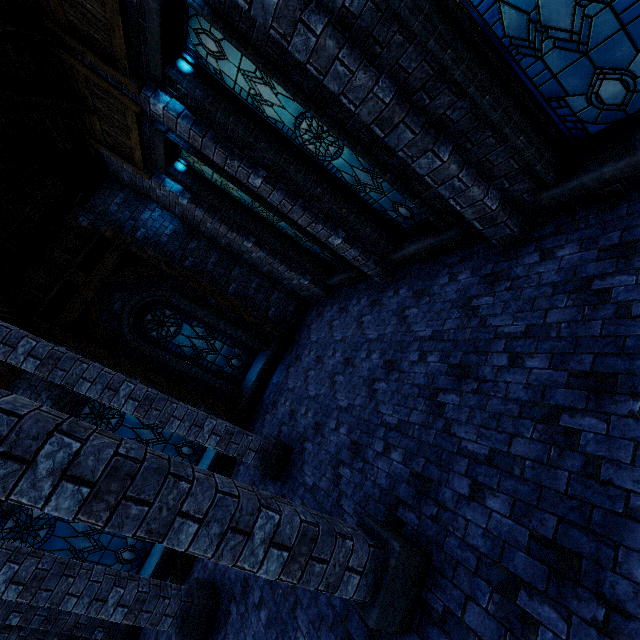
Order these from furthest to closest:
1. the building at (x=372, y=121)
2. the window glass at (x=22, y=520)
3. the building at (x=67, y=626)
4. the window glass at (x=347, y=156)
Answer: the window glass at (x=22, y=520) < the building at (x=67, y=626) < the window glass at (x=347, y=156) < the building at (x=372, y=121)

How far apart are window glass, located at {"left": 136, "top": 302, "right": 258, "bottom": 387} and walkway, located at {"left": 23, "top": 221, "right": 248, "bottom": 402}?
0.8m

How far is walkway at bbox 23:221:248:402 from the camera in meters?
8.1 m

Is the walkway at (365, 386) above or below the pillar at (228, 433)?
below

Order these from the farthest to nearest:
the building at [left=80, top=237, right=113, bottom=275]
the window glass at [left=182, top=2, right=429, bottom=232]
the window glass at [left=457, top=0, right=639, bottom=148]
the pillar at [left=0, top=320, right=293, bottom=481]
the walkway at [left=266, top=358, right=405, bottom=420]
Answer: the building at [left=80, top=237, right=113, bottom=275], the walkway at [left=266, top=358, right=405, bottom=420], the pillar at [left=0, top=320, right=293, bottom=481], the window glass at [left=182, top=2, right=429, bottom=232], the window glass at [left=457, top=0, right=639, bottom=148]

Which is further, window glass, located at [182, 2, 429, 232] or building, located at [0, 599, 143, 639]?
building, located at [0, 599, 143, 639]

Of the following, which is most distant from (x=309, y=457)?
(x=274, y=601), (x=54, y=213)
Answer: (x=54, y=213)

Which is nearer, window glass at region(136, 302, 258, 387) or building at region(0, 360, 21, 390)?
building at region(0, 360, 21, 390)
